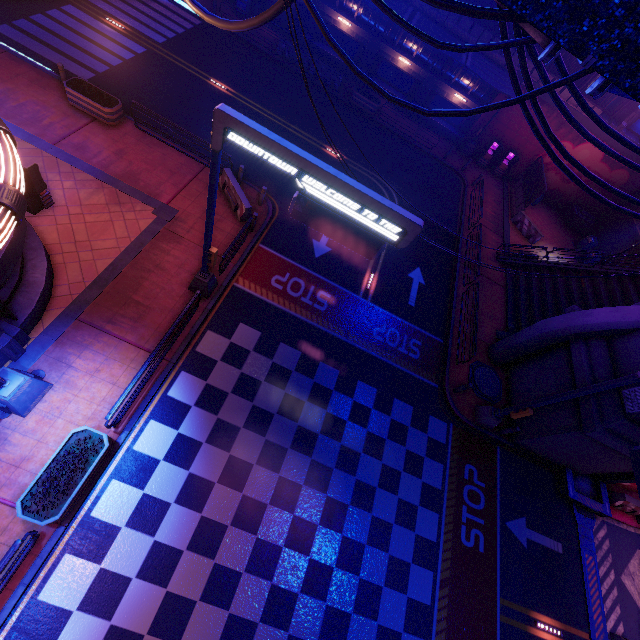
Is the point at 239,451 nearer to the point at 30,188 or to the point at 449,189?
the point at 30,188

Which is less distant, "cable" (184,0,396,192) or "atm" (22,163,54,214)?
"cable" (184,0,396,192)

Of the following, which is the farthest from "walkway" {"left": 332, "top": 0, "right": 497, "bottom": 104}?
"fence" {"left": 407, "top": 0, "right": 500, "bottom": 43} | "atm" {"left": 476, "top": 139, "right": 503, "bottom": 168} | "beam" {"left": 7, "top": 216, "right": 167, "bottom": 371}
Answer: "beam" {"left": 7, "top": 216, "right": 167, "bottom": 371}

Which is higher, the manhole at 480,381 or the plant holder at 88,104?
the plant holder at 88,104

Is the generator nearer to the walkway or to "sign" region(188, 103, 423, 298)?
the walkway

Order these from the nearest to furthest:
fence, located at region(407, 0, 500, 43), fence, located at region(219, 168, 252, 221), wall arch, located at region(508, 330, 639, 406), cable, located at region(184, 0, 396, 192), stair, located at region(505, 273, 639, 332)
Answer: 1. cable, located at region(184, 0, 396, 192)
2. wall arch, located at region(508, 330, 639, 406)
3. fence, located at region(219, 168, 252, 221)
4. stair, located at region(505, 273, 639, 332)
5. fence, located at region(407, 0, 500, 43)

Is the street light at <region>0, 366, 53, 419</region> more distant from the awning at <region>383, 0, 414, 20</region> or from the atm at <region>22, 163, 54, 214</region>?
the awning at <region>383, 0, 414, 20</region>

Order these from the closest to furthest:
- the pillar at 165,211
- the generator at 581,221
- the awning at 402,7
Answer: the pillar at 165,211, the awning at 402,7, the generator at 581,221
